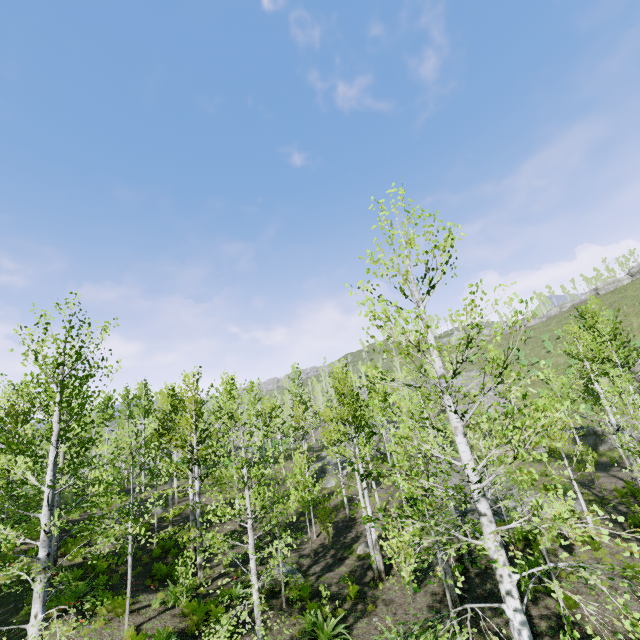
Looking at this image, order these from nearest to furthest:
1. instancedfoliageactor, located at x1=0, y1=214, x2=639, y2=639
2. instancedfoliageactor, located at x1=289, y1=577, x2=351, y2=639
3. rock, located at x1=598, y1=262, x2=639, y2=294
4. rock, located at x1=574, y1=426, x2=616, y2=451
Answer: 1. instancedfoliageactor, located at x1=0, y1=214, x2=639, y2=639
2. instancedfoliageactor, located at x1=289, y1=577, x2=351, y2=639
3. rock, located at x1=574, y1=426, x2=616, y2=451
4. rock, located at x1=598, y1=262, x2=639, y2=294

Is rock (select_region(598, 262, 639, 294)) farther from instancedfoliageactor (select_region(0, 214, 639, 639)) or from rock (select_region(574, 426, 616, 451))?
rock (select_region(574, 426, 616, 451))

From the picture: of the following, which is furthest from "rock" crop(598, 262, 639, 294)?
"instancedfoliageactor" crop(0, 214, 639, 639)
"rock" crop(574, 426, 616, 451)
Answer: "rock" crop(574, 426, 616, 451)

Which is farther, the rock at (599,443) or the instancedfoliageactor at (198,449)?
the rock at (599,443)

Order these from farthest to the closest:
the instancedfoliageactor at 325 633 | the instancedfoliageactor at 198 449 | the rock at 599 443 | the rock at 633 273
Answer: the rock at 633 273
the rock at 599 443
the instancedfoliageactor at 325 633
the instancedfoliageactor at 198 449

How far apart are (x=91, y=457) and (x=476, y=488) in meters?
47.1 m
